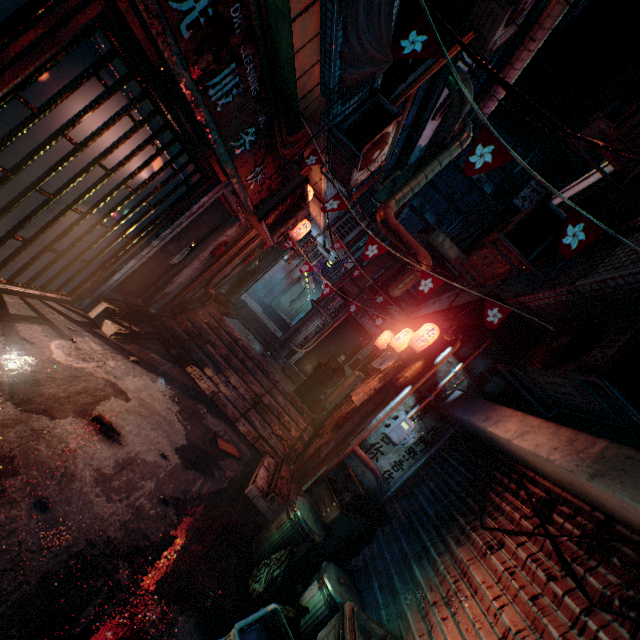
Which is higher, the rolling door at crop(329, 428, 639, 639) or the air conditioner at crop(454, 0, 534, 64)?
the air conditioner at crop(454, 0, 534, 64)

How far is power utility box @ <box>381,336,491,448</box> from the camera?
4.0 meters

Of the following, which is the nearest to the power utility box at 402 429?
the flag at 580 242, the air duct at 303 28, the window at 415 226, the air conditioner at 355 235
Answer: the flag at 580 242

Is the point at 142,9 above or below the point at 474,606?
above

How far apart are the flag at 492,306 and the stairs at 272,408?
3.46m

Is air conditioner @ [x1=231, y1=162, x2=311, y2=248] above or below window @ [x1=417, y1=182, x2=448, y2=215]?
below

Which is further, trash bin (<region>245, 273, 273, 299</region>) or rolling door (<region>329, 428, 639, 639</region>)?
trash bin (<region>245, 273, 273, 299</region>)

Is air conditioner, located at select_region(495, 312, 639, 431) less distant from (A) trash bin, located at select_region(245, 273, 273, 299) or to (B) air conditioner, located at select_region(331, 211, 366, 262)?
(B) air conditioner, located at select_region(331, 211, 366, 262)
